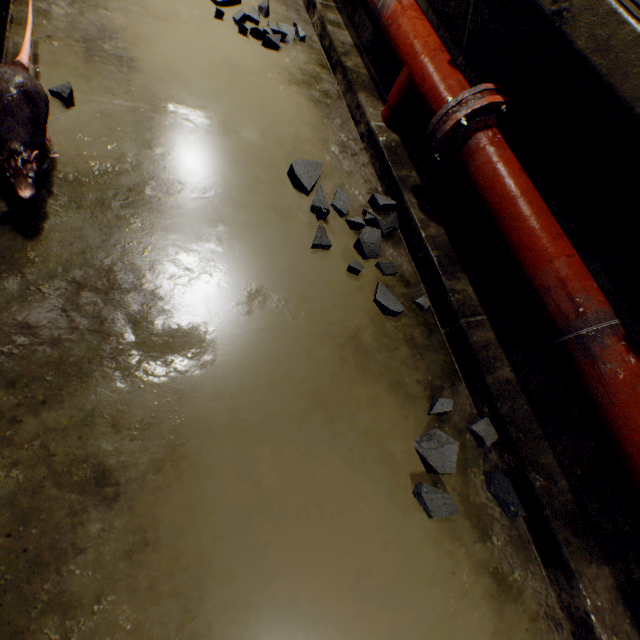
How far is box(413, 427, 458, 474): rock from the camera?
1.14m

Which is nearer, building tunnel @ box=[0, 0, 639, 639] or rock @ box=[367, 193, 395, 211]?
building tunnel @ box=[0, 0, 639, 639]

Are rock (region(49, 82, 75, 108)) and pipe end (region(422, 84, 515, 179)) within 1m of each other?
no

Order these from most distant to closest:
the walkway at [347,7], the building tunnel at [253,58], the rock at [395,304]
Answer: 1. the walkway at [347,7]
2. the rock at [395,304]
3. the building tunnel at [253,58]

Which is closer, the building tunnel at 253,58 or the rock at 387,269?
the building tunnel at 253,58

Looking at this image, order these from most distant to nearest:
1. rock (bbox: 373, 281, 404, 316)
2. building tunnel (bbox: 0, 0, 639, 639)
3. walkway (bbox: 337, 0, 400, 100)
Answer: walkway (bbox: 337, 0, 400, 100) → rock (bbox: 373, 281, 404, 316) → building tunnel (bbox: 0, 0, 639, 639)

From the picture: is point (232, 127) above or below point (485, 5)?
below

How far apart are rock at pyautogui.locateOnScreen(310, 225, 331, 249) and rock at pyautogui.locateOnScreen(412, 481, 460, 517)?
0.44m
